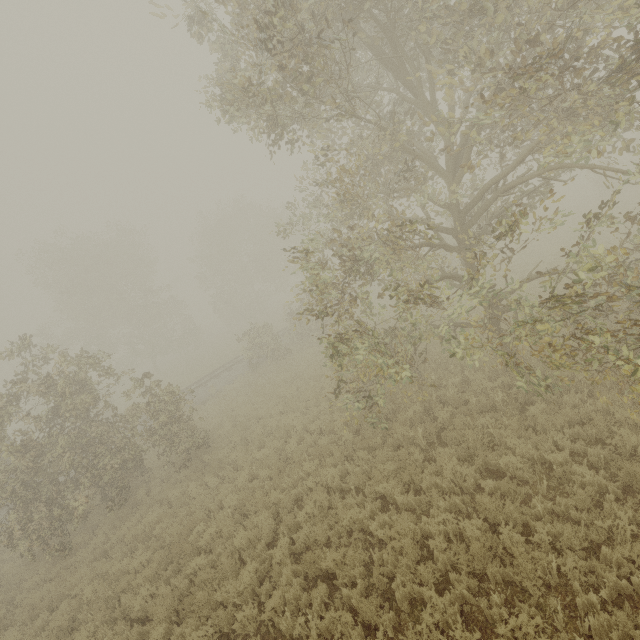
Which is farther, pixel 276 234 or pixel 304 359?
pixel 276 234
